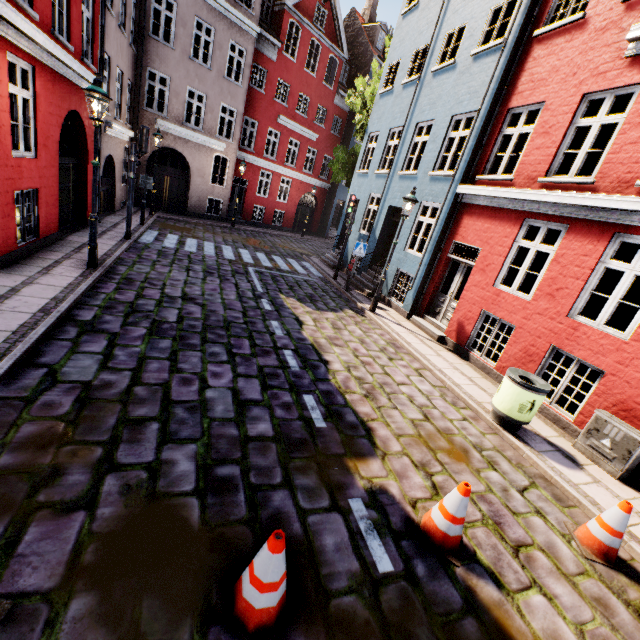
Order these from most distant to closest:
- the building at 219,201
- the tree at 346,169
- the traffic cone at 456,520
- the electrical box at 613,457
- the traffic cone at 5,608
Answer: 1. the tree at 346,169
2. the building at 219,201
3. the electrical box at 613,457
4. the traffic cone at 456,520
5. the traffic cone at 5,608

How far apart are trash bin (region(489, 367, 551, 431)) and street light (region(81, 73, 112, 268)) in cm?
922

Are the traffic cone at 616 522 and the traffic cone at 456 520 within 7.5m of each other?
yes

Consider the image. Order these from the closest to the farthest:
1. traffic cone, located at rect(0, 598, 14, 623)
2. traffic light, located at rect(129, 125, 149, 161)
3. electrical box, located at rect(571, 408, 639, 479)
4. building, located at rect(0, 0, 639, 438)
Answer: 1. traffic cone, located at rect(0, 598, 14, 623)
2. electrical box, located at rect(571, 408, 639, 479)
3. building, located at rect(0, 0, 639, 438)
4. traffic light, located at rect(129, 125, 149, 161)

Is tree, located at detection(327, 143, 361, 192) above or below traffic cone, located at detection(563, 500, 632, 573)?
above

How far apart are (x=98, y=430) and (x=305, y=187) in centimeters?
2558cm

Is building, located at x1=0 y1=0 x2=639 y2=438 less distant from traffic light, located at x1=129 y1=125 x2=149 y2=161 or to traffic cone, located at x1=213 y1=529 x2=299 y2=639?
traffic light, located at x1=129 y1=125 x2=149 y2=161

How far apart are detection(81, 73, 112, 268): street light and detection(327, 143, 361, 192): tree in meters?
13.5 m
